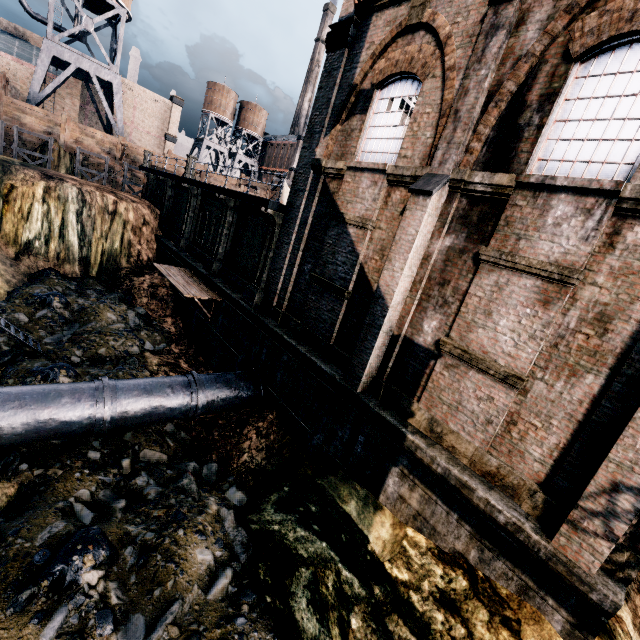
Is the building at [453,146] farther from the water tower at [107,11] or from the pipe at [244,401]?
the water tower at [107,11]

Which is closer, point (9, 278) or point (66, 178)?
point (9, 278)

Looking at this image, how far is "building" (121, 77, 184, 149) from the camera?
55.3 meters

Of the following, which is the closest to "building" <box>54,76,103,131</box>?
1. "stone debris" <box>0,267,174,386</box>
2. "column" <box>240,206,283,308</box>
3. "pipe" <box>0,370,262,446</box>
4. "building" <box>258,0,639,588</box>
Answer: "building" <box>258,0,639,588</box>

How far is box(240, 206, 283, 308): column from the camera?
14.3m

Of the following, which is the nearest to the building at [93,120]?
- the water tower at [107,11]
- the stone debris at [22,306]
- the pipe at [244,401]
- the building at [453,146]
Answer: the water tower at [107,11]

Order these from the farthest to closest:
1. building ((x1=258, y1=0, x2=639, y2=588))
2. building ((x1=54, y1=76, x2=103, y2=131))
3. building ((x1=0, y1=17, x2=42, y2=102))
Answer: building ((x1=54, y1=76, x2=103, y2=131))
building ((x1=0, y1=17, x2=42, y2=102))
building ((x1=258, y1=0, x2=639, y2=588))
